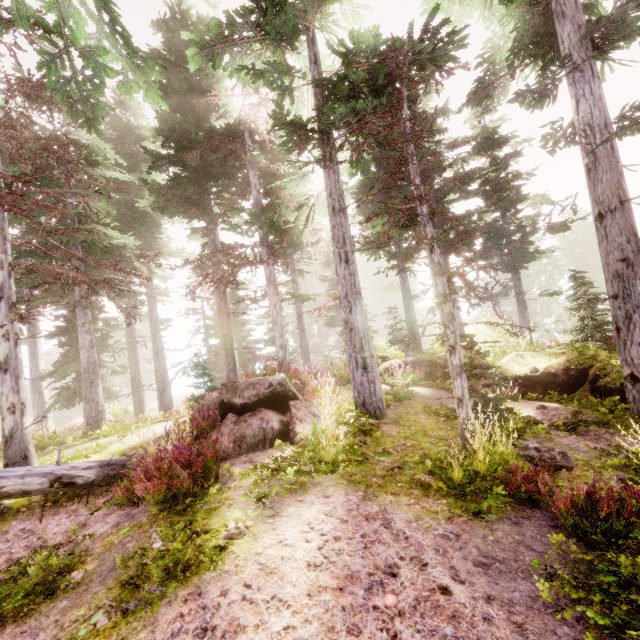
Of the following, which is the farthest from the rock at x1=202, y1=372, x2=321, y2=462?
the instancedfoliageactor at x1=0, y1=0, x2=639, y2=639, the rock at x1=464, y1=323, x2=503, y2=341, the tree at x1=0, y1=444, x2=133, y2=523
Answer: the rock at x1=464, y1=323, x2=503, y2=341

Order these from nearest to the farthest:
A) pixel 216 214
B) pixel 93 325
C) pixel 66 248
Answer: pixel 66 248, pixel 216 214, pixel 93 325

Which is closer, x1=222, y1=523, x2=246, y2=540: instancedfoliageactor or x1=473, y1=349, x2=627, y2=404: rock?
x1=222, y1=523, x2=246, y2=540: instancedfoliageactor

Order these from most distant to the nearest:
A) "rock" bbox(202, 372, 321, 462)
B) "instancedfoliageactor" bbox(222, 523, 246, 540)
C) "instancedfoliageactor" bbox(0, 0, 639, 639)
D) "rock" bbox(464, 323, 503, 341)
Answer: "rock" bbox(464, 323, 503, 341)
"rock" bbox(202, 372, 321, 462)
"instancedfoliageactor" bbox(0, 0, 639, 639)
"instancedfoliageactor" bbox(222, 523, 246, 540)

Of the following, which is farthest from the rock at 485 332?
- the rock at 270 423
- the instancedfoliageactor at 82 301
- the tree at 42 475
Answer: the tree at 42 475

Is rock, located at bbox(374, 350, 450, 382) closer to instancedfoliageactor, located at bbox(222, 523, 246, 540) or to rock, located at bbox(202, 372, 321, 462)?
instancedfoliageactor, located at bbox(222, 523, 246, 540)

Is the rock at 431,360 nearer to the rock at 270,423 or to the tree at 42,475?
the rock at 270,423

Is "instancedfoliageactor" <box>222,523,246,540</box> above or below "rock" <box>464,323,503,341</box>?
below
